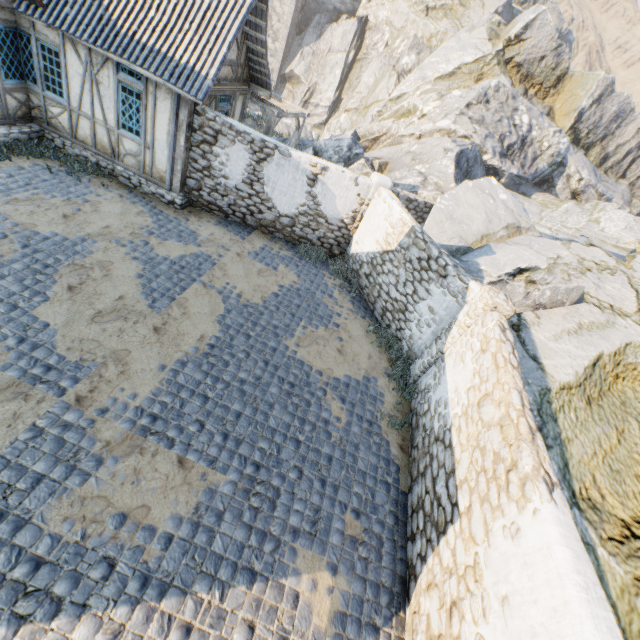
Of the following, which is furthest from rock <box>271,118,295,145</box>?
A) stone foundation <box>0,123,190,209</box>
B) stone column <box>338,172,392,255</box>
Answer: stone foundation <box>0,123,190,209</box>

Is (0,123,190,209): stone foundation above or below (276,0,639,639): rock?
below

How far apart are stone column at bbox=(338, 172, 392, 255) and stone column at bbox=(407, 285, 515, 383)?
5.0m

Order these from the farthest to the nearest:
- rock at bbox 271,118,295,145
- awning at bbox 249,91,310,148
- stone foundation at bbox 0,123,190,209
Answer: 1. rock at bbox 271,118,295,145
2. awning at bbox 249,91,310,148
3. stone foundation at bbox 0,123,190,209

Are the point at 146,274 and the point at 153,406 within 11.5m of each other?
yes

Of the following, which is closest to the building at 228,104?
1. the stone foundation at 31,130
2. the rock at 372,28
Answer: the stone foundation at 31,130

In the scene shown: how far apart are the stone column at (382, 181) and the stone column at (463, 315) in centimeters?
496cm

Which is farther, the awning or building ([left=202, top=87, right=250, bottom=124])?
the awning
